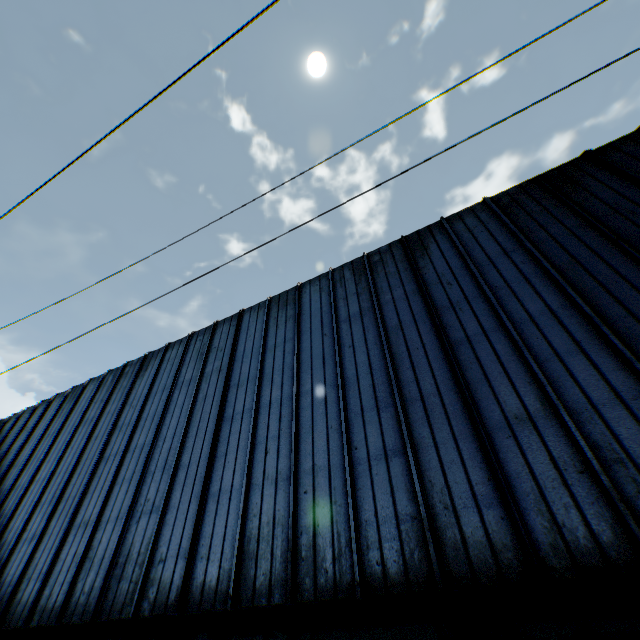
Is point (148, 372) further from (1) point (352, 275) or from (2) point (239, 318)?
(1) point (352, 275)
